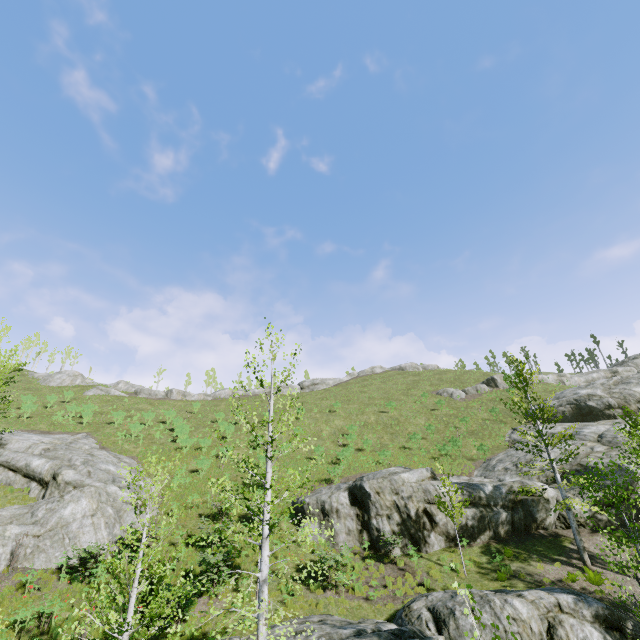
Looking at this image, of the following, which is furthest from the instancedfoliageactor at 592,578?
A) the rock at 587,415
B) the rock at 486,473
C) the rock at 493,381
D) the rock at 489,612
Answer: the rock at 493,381

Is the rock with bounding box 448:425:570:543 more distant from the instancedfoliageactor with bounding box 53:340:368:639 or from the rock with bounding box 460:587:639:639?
the instancedfoliageactor with bounding box 53:340:368:639

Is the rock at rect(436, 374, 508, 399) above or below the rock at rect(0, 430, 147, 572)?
above

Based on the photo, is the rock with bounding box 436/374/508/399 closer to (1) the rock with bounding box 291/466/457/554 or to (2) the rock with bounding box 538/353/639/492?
(2) the rock with bounding box 538/353/639/492

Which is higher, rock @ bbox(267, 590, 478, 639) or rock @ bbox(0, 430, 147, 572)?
rock @ bbox(0, 430, 147, 572)

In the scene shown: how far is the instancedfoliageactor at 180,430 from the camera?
29.6 meters

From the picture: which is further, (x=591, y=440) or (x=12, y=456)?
(x=591, y=440)

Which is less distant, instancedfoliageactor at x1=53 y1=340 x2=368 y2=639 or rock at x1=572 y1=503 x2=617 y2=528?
instancedfoliageactor at x1=53 y1=340 x2=368 y2=639
